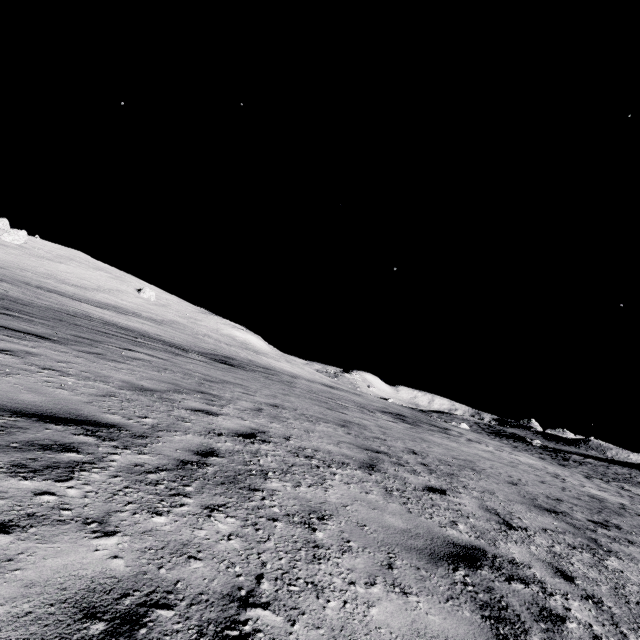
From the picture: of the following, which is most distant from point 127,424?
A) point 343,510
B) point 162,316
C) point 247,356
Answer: point 162,316
